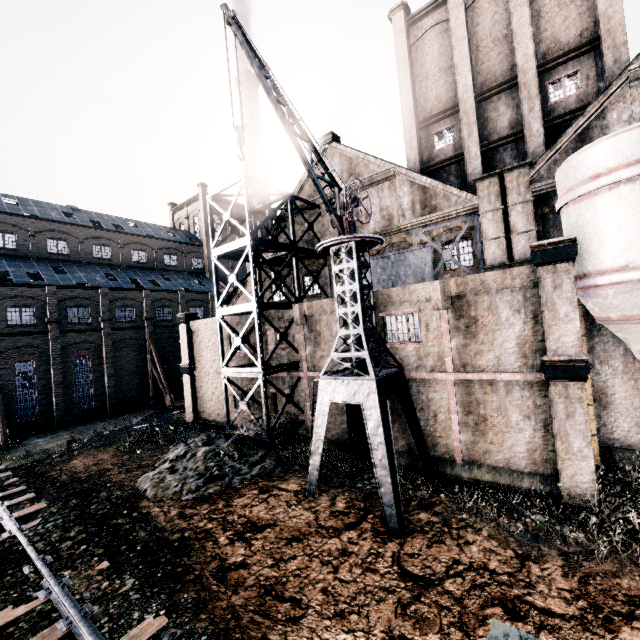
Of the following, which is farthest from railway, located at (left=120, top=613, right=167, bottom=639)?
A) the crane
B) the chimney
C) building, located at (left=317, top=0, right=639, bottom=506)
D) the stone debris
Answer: the chimney

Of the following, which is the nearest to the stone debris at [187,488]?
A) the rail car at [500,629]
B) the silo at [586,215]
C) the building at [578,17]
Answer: the building at [578,17]

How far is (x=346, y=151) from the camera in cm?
2303

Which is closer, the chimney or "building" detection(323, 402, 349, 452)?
"building" detection(323, 402, 349, 452)

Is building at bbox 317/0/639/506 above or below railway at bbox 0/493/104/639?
above

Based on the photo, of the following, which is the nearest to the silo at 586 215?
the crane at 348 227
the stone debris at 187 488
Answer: the crane at 348 227

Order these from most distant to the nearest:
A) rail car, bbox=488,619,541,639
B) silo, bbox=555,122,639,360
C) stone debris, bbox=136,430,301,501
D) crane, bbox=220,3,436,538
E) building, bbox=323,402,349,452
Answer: building, bbox=323,402,349,452, stone debris, bbox=136,430,301,501, crane, bbox=220,3,436,538, silo, bbox=555,122,639,360, rail car, bbox=488,619,541,639

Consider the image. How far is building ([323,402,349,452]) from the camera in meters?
19.1
